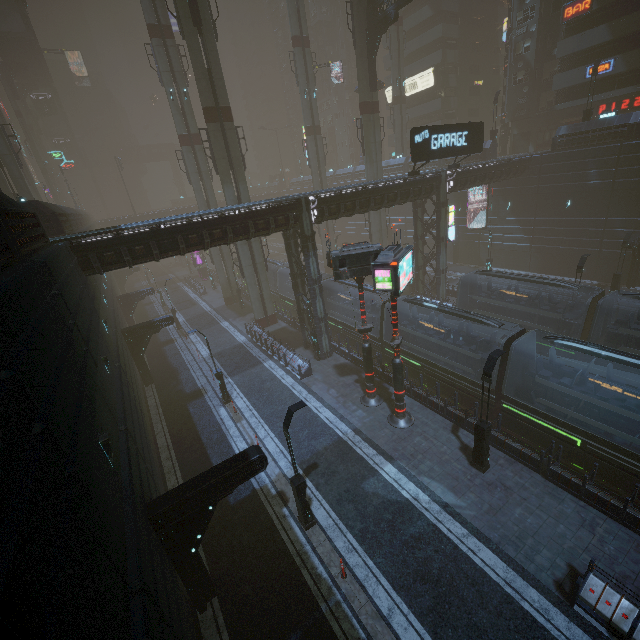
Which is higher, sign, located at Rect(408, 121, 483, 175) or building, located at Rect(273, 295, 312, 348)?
sign, located at Rect(408, 121, 483, 175)

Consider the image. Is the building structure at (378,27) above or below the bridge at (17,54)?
below

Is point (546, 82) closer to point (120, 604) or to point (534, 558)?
point (534, 558)

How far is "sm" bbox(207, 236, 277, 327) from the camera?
29.5m

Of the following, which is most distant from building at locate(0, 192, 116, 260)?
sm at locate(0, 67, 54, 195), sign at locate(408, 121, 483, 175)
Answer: sm at locate(0, 67, 54, 195)

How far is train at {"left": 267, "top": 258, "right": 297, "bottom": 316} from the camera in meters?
33.7 m

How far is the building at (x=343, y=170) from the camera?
53.3 meters

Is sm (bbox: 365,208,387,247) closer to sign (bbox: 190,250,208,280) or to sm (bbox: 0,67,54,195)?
sign (bbox: 190,250,208,280)
